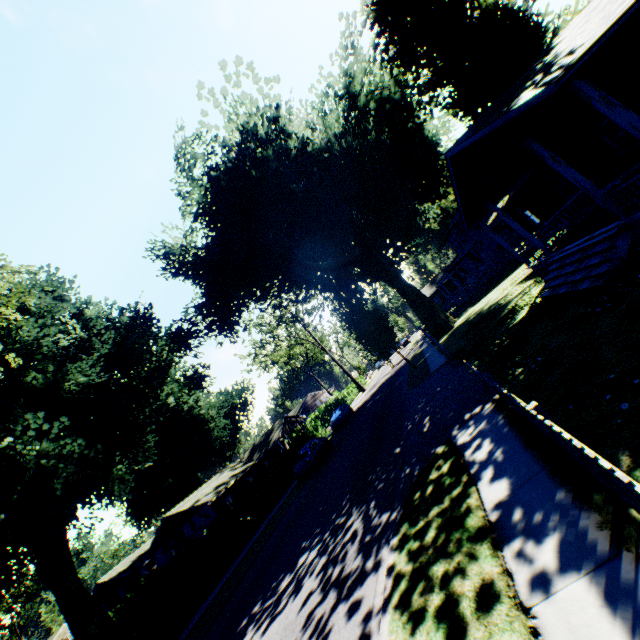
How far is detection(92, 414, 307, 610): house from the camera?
34.6 meters

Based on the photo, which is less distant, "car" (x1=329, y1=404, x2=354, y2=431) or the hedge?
the hedge

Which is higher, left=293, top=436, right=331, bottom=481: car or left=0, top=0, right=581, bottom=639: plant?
left=0, top=0, right=581, bottom=639: plant

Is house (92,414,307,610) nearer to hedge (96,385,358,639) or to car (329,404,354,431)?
hedge (96,385,358,639)

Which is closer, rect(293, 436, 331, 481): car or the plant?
the plant

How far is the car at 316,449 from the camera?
22.0 meters

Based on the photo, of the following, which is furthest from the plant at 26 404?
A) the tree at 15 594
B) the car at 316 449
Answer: the tree at 15 594

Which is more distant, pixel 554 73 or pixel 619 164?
pixel 619 164
